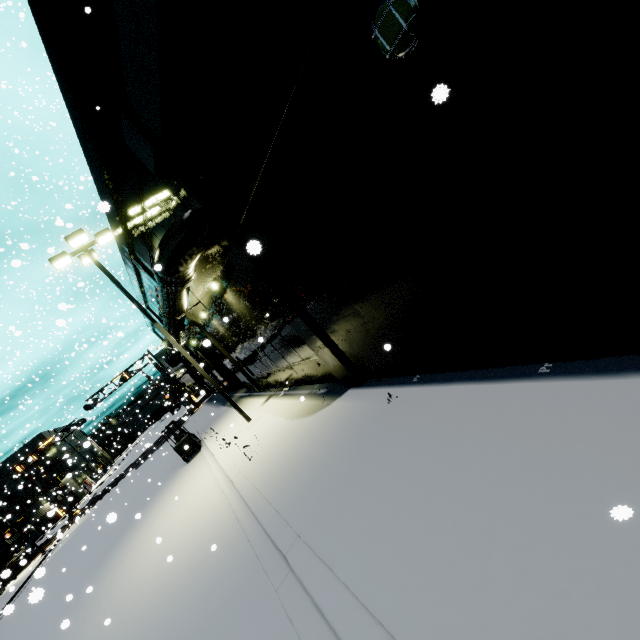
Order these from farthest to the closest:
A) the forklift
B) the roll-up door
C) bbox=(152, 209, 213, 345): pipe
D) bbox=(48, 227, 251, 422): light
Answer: the roll-up door
the forklift
bbox=(48, 227, 251, 422): light
bbox=(152, 209, 213, 345): pipe

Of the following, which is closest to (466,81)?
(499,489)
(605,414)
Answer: (605,414)

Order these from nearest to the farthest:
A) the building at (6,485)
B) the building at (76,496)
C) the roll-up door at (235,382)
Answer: the roll-up door at (235,382) → the building at (76,496) → the building at (6,485)

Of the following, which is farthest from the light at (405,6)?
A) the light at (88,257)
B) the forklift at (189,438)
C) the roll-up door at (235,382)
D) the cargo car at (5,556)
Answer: the cargo car at (5,556)

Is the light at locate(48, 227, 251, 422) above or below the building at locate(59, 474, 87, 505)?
above

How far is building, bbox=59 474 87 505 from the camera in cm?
3523

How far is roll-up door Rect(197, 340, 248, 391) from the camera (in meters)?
20.94
